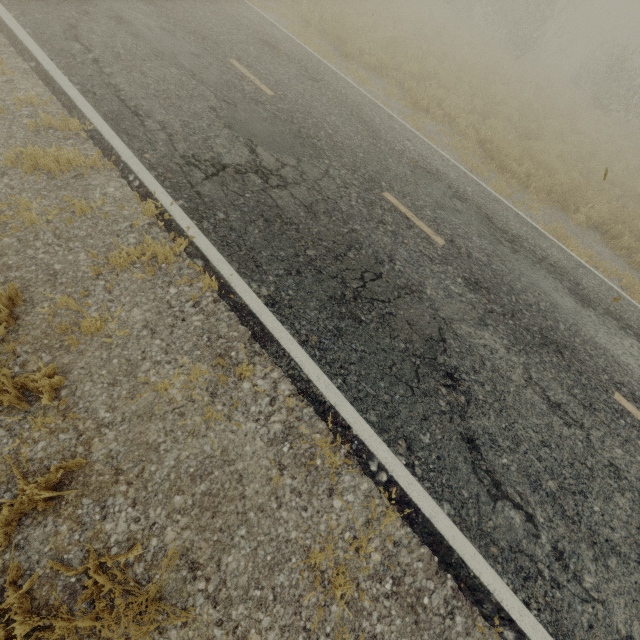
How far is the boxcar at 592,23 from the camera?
29.20m

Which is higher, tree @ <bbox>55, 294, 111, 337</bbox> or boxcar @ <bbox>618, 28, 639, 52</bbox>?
boxcar @ <bbox>618, 28, 639, 52</bbox>

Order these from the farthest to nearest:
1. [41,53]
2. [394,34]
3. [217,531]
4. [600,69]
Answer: [600,69]
[394,34]
[41,53]
[217,531]

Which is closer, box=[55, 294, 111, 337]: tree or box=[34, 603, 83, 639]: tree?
box=[34, 603, 83, 639]: tree

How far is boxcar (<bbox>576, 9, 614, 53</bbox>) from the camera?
29.2m

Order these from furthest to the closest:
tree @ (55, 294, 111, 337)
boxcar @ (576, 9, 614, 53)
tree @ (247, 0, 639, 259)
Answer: boxcar @ (576, 9, 614, 53) → tree @ (247, 0, 639, 259) → tree @ (55, 294, 111, 337)

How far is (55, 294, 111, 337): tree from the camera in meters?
3.2

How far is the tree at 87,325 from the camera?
3.21m
